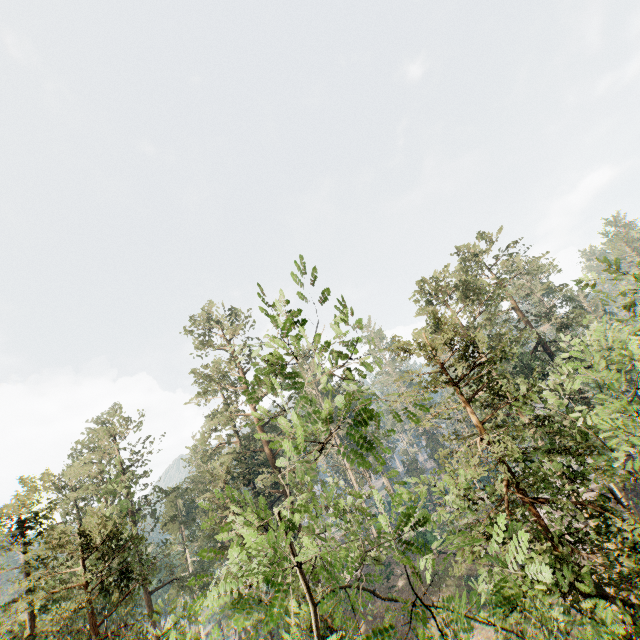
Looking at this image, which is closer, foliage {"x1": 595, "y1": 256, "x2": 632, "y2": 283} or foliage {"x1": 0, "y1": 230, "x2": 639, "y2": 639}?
foliage {"x1": 0, "y1": 230, "x2": 639, "y2": 639}

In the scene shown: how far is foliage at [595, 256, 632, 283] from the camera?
11.41m

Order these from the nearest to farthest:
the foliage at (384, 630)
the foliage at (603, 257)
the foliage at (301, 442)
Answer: the foliage at (384, 630), the foliage at (301, 442), the foliage at (603, 257)

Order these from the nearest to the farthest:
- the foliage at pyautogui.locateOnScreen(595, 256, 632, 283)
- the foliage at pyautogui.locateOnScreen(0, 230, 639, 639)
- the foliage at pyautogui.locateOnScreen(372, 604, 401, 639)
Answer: the foliage at pyautogui.locateOnScreen(372, 604, 401, 639) → the foliage at pyautogui.locateOnScreen(0, 230, 639, 639) → the foliage at pyautogui.locateOnScreen(595, 256, 632, 283)

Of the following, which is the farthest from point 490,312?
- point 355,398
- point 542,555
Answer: point 355,398

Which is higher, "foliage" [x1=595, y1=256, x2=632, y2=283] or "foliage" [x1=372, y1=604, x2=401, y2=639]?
"foliage" [x1=595, y1=256, x2=632, y2=283]

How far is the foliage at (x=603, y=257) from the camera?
11.4m
